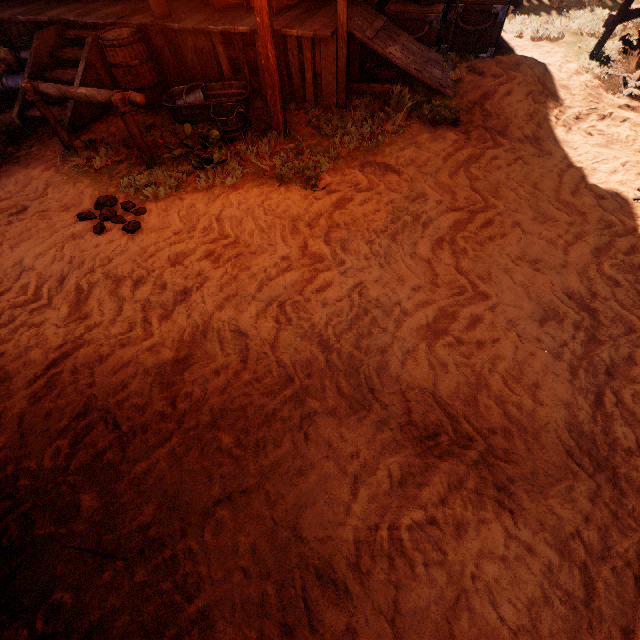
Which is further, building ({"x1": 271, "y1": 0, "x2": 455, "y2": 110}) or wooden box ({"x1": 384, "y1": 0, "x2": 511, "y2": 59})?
wooden box ({"x1": 384, "y1": 0, "x2": 511, "y2": 59})

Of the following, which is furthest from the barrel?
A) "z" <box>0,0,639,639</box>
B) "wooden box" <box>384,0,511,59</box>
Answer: "wooden box" <box>384,0,511,59</box>

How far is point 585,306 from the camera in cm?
290

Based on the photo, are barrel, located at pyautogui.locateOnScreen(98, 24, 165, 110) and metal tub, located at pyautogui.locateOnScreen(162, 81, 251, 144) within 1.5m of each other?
yes

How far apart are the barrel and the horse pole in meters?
1.2

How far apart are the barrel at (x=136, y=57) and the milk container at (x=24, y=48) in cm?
154

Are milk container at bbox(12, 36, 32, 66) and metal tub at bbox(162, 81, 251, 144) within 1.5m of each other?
no

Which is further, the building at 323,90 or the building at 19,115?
the building at 19,115
